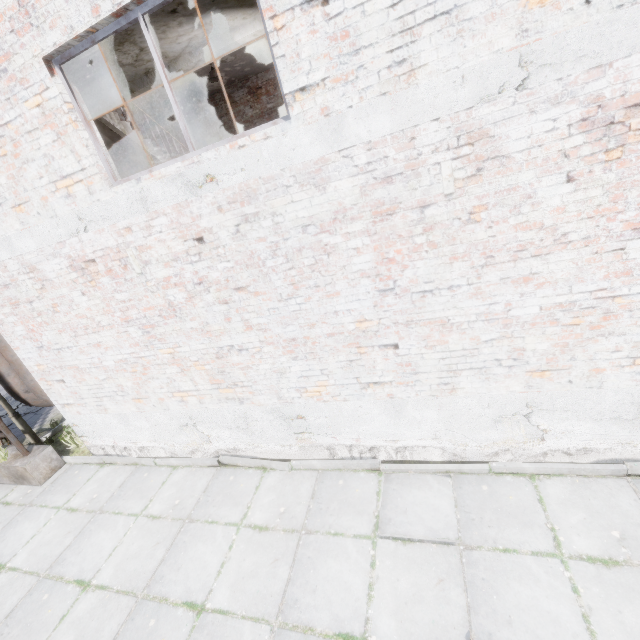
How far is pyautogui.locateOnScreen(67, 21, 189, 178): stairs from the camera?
4.0m

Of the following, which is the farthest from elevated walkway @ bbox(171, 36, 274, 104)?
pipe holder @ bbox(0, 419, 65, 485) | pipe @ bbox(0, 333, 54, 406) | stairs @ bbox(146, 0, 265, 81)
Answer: pipe holder @ bbox(0, 419, 65, 485)

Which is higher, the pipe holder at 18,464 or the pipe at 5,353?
the pipe at 5,353

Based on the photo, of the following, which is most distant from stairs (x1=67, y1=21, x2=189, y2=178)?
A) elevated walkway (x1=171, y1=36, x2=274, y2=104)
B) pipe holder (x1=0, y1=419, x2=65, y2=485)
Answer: pipe holder (x1=0, y1=419, x2=65, y2=485)

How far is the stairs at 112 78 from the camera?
4.0 meters

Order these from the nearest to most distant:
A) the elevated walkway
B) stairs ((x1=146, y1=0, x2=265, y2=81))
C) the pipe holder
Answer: stairs ((x1=146, y1=0, x2=265, y2=81)) < the pipe holder < the elevated walkway

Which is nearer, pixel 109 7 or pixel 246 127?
pixel 109 7
